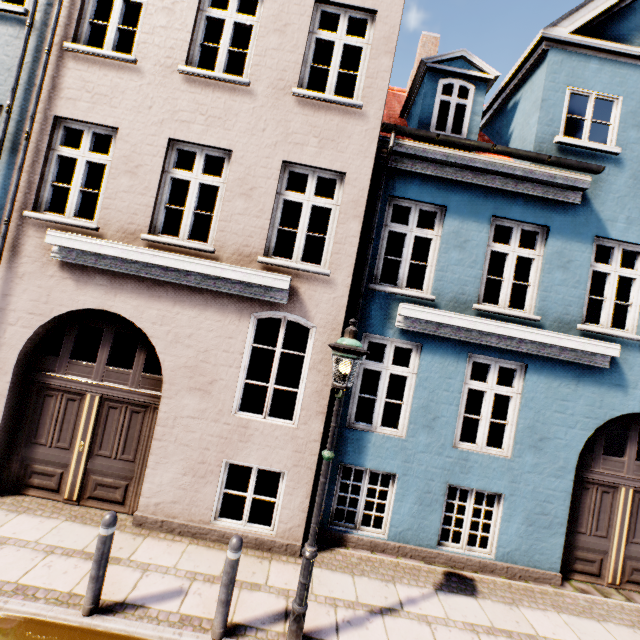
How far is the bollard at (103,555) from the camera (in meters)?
3.64

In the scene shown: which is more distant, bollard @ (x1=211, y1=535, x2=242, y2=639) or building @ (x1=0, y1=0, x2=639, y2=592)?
building @ (x1=0, y1=0, x2=639, y2=592)

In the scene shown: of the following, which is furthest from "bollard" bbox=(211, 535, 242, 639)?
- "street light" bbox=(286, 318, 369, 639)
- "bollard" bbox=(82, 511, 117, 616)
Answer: "bollard" bbox=(82, 511, 117, 616)

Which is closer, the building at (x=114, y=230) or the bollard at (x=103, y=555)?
the bollard at (x=103, y=555)

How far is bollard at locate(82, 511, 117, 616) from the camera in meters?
3.6

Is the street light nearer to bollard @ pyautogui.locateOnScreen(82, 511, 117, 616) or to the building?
the building

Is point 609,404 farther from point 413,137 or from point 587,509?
point 413,137

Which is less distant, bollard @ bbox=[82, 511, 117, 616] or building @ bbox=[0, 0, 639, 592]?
bollard @ bbox=[82, 511, 117, 616]
